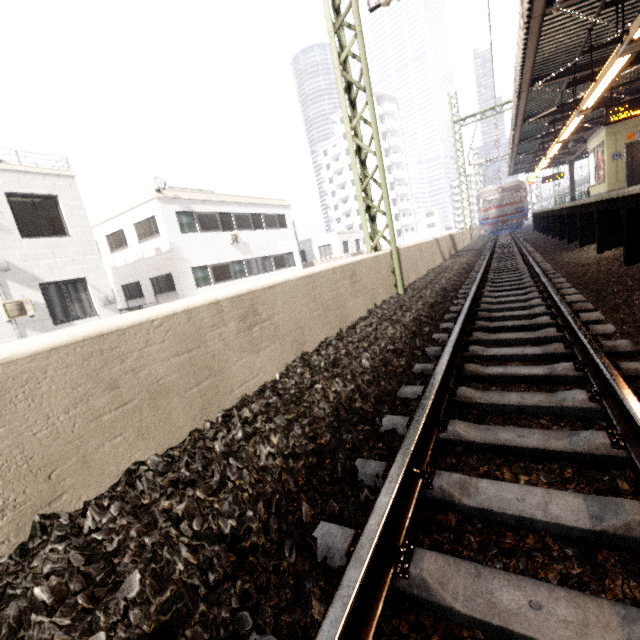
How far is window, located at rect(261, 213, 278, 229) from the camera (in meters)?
23.12

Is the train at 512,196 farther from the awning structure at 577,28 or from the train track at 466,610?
the awning structure at 577,28

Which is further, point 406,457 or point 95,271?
point 95,271

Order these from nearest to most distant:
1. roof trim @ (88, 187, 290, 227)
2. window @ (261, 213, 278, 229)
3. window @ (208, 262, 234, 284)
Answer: roof trim @ (88, 187, 290, 227) < window @ (208, 262, 234, 284) < window @ (261, 213, 278, 229)

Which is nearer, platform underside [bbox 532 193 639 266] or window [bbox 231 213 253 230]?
platform underside [bbox 532 193 639 266]

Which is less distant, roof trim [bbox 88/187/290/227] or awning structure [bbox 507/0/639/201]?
awning structure [bbox 507/0/639/201]

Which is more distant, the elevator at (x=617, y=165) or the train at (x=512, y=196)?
the train at (x=512, y=196)

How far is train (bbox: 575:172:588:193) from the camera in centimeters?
3729cm
